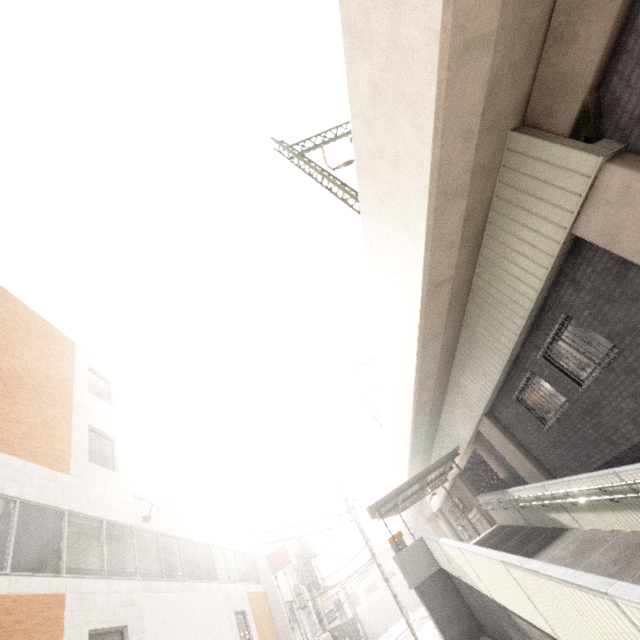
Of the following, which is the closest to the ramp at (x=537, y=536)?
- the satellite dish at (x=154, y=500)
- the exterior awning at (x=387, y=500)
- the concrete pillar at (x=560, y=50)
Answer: the exterior awning at (x=387, y=500)

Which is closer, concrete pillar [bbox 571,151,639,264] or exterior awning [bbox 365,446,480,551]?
concrete pillar [bbox 571,151,639,264]

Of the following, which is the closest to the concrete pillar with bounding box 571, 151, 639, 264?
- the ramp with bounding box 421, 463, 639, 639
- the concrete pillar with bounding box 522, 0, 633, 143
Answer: the concrete pillar with bounding box 522, 0, 633, 143

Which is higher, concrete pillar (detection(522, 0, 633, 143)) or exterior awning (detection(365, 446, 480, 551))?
concrete pillar (detection(522, 0, 633, 143))

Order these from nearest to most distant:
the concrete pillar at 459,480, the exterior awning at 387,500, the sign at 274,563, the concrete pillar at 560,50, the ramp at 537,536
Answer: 1. the ramp at 537,536
2. the concrete pillar at 560,50
3. the exterior awning at 387,500
4. the concrete pillar at 459,480
5. the sign at 274,563

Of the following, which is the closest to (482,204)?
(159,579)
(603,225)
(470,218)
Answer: (470,218)

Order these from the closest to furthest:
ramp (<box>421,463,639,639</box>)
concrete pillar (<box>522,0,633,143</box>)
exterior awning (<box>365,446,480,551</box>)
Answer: ramp (<box>421,463,639,639</box>) < concrete pillar (<box>522,0,633,143</box>) < exterior awning (<box>365,446,480,551</box>)

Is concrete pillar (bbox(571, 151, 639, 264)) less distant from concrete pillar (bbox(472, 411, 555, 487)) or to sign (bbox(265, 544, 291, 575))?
concrete pillar (bbox(472, 411, 555, 487))
